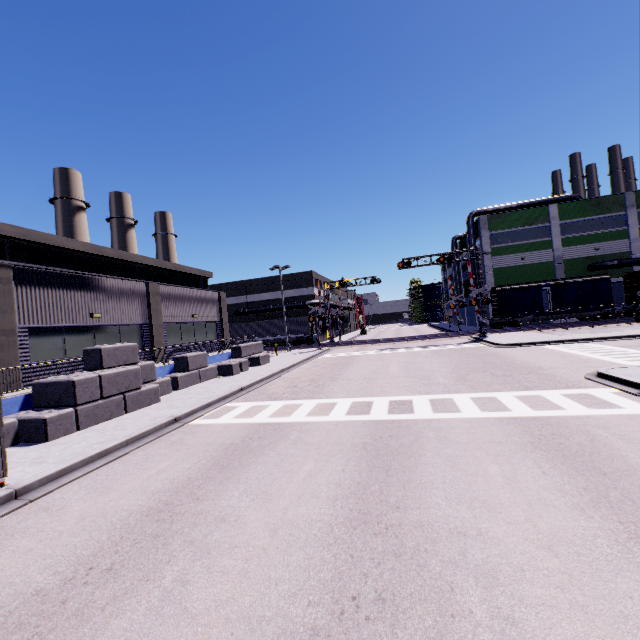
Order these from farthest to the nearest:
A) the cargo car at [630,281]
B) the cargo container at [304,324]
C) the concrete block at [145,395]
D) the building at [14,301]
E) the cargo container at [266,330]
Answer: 1. the cargo container at [266,330]
2. the cargo container at [304,324]
3. the cargo car at [630,281]
4. the building at [14,301]
5. the concrete block at [145,395]

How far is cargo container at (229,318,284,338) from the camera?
44.28m

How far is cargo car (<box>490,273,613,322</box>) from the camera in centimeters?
3475cm

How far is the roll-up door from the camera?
38.8m

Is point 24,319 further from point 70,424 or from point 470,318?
point 470,318

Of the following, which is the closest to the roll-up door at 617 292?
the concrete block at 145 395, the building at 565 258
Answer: the building at 565 258

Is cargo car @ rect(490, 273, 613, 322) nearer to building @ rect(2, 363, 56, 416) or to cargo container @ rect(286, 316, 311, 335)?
building @ rect(2, 363, 56, 416)

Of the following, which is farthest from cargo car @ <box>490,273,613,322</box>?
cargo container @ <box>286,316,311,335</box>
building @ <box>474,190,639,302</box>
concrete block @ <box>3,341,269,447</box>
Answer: cargo container @ <box>286,316,311,335</box>
